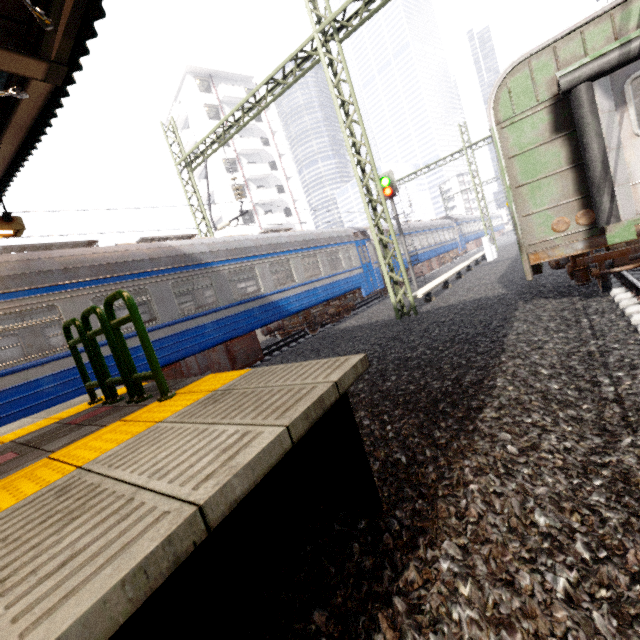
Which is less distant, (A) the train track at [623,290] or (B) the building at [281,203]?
(A) the train track at [623,290]

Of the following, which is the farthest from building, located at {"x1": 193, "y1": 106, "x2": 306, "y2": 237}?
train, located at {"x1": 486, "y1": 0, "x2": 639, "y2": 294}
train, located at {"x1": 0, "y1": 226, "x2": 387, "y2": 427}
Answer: train, located at {"x1": 486, "y1": 0, "x2": 639, "y2": 294}

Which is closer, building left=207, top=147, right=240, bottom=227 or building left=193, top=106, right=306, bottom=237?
building left=207, top=147, right=240, bottom=227

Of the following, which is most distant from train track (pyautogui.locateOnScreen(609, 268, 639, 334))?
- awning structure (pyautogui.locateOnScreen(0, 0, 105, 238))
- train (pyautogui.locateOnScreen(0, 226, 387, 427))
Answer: train (pyautogui.locateOnScreen(0, 226, 387, 427))

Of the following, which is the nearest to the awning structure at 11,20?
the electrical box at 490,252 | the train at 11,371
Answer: the train at 11,371

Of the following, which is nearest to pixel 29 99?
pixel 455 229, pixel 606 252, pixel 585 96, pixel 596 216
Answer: pixel 585 96

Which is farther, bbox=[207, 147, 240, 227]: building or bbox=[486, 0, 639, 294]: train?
bbox=[207, 147, 240, 227]: building

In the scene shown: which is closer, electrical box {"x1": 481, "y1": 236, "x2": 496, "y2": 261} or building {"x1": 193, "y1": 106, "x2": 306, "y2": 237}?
electrical box {"x1": 481, "y1": 236, "x2": 496, "y2": 261}
